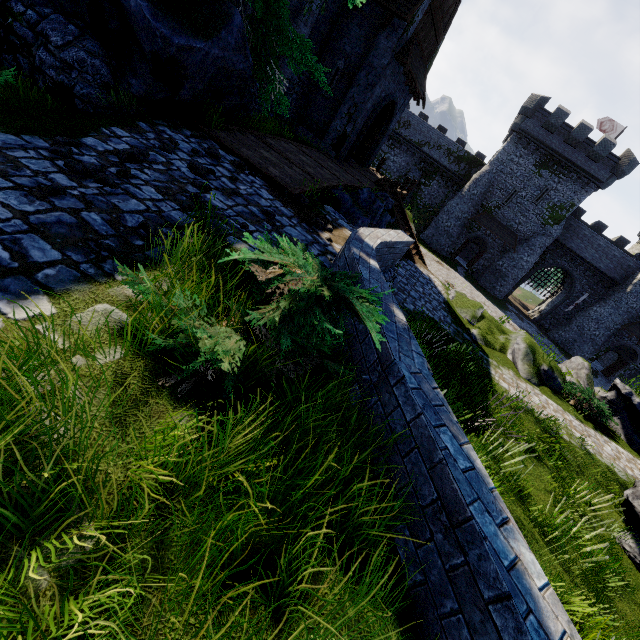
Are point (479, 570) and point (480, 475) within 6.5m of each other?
yes

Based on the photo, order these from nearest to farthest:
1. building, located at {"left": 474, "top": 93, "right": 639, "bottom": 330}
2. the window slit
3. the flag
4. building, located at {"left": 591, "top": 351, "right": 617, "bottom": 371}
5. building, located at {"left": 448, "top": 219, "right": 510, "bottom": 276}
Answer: the window slit < building, located at {"left": 474, "top": 93, "right": 639, "bottom": 330} < the flag < building, located at {"left": 448, "top": 219, "right": 510, "bottom": 276} < building, located at {"left": 591, "top": 351, "right": 617, "bottom": 371}

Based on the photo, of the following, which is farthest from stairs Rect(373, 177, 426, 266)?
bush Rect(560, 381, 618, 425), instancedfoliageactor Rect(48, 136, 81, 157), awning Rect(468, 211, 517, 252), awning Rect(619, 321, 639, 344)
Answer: awning Rect(619, 321, 639, 344)

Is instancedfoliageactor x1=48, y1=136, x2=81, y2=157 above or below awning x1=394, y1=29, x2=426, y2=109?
below

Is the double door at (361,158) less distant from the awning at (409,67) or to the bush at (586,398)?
the awning at (409,67)

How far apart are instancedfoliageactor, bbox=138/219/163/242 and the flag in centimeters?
5136cm

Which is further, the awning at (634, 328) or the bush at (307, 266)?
the awning at (634, 328)

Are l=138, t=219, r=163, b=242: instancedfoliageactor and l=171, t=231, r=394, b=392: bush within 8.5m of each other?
yes
